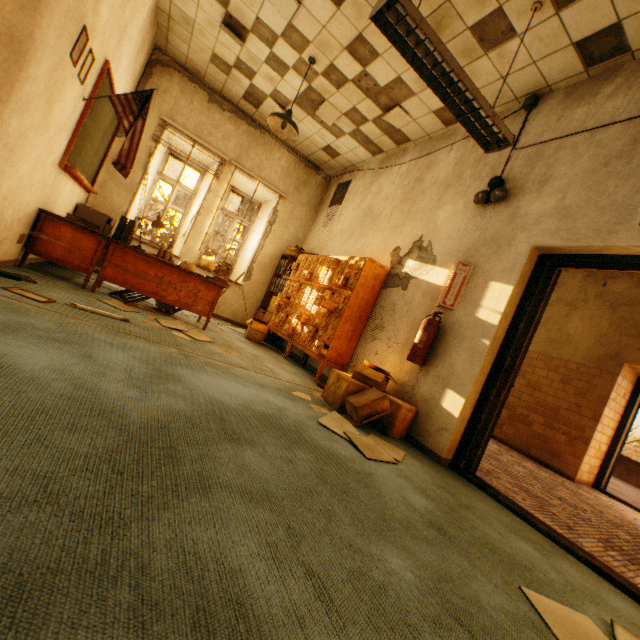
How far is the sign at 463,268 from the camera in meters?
3.4

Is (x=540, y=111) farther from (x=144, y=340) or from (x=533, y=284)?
(x=144, y=340)

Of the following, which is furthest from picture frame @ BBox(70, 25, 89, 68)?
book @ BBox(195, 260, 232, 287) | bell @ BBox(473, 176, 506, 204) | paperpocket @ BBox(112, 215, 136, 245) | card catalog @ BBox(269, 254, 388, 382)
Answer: bell @ BBox(473, 176, 506, 204)

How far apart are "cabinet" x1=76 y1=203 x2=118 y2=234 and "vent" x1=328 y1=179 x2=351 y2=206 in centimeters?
398cm

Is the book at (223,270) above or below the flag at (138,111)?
below

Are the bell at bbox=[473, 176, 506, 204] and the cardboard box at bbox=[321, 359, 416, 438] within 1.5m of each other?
no

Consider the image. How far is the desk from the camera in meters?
3.6

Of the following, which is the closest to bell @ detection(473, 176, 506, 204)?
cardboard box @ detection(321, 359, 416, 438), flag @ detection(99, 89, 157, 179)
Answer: cardboard box @ detection(321, 359, 416, 438)
